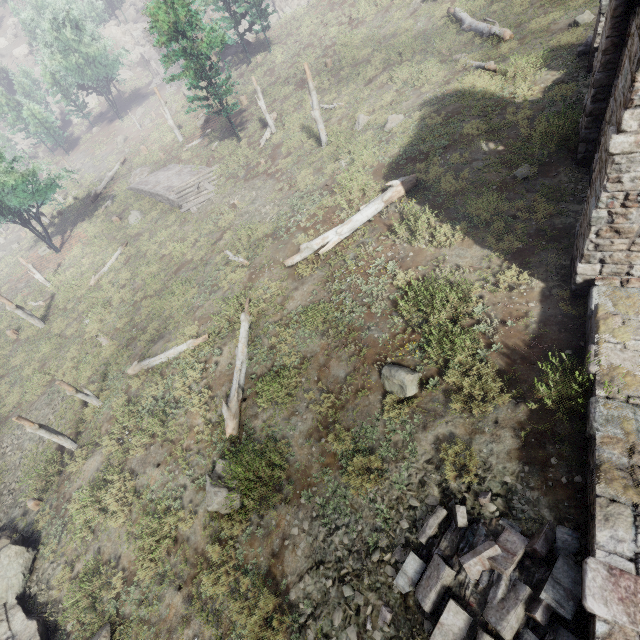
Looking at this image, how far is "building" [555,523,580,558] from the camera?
4.77m

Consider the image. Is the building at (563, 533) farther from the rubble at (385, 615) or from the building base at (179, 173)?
the building base at (179, 173)

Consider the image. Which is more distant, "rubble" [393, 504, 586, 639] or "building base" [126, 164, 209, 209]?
"building base" [126, 164, 209, 209]

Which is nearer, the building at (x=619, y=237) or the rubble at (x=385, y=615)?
the building at (x=619, y=237)

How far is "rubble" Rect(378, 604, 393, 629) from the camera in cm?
525

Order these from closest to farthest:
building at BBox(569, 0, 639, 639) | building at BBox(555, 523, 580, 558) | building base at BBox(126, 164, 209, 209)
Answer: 1. building at BBox(569, 0, 639, 639)
2. building at BBox(555, 523, 580, 558)
3. building base at BBox(126, 164, 209, 209)

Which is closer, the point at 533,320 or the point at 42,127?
the point at 533,320

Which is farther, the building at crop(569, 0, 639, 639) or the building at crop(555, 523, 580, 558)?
the building at crop(555, 523, 580, 558)
